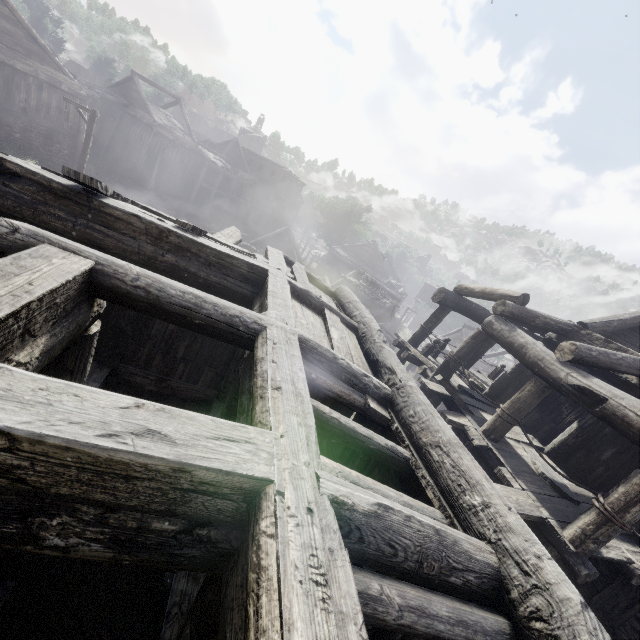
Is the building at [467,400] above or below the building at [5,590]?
above

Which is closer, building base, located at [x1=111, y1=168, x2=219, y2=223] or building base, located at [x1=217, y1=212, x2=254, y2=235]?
building base, located at [x1=111, y1=168, x2=219, y2=223]

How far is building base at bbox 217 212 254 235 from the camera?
39.7 meters

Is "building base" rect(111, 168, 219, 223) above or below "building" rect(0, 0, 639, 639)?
below

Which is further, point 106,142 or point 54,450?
point 106,142

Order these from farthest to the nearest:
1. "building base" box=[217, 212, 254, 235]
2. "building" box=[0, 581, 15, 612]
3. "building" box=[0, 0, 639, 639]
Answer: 1. "building base" box=[217, 212, 254, 235]
2. "building" box=[0, 581, 15, 612]
3. "building" box=[0, 0, 639, 639]

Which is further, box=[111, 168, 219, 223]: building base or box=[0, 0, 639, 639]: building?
box=[111, 168, 219, 223]: building base

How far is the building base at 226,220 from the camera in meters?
39.7
